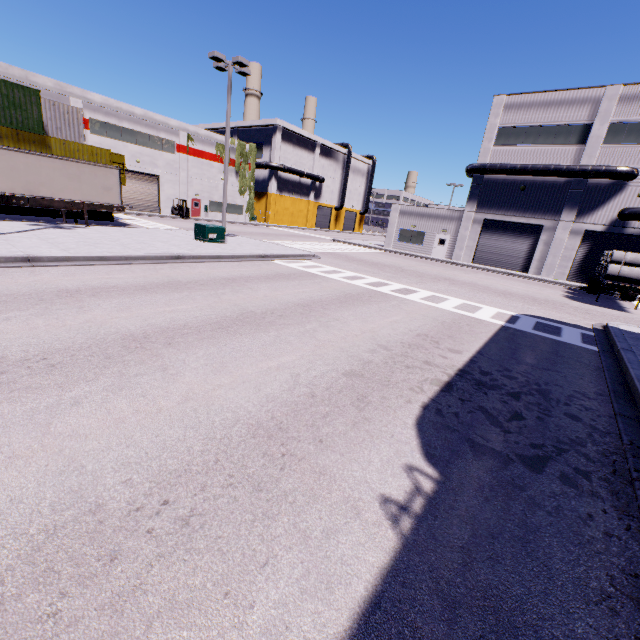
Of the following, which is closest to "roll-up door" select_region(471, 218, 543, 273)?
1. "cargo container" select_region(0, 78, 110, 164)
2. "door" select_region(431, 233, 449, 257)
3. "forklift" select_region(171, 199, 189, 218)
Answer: "cargo container" select_region(0, 78, 110, 164)

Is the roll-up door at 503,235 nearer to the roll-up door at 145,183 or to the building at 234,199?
the building at 234,199

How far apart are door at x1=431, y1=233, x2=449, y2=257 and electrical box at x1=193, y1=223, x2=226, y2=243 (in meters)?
23.36

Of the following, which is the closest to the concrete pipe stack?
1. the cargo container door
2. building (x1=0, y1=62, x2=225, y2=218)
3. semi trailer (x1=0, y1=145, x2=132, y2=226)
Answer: semi trailer (x1=0, y1=145, x2=132, y2=226)

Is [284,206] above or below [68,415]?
above

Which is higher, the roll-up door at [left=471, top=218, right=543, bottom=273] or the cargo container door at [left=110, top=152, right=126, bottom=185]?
the cargo container door at [left=110, top=152, right=126, bottom=185]

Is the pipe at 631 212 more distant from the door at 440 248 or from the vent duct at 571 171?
the door at 440 248

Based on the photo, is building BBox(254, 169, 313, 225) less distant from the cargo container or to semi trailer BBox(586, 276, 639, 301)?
semi trailer BBox(586, 276, 639, 301)
